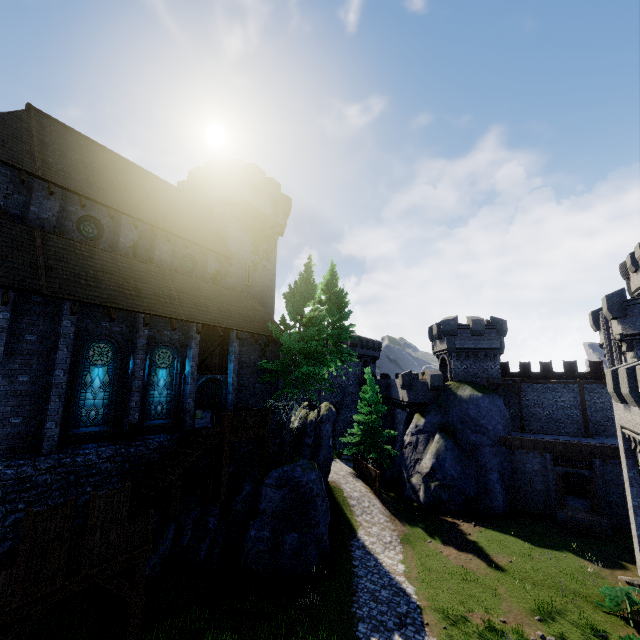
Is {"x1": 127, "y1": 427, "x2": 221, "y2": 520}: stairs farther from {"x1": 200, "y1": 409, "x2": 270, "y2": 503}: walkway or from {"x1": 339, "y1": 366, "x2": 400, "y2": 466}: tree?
{"x1": 339, "y1": 366, "x2": 400, "y2": 466}: tree

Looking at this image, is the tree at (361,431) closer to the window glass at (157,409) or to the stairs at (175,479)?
the stairs at (175,479)

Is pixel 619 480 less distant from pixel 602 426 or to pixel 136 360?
pixel 602 426

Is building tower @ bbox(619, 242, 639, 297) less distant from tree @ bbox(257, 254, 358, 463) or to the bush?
the bush

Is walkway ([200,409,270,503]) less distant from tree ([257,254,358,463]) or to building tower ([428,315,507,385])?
tree ([257,254,358,463])

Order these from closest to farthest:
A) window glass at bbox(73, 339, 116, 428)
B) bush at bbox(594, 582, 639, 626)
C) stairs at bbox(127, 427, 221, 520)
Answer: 1. stairs at bbox(127, 427, 221, 520)
2. window glass at bbox(73, 339, 116, 428)
3. bush at bbox(594, 582, 639, 626)

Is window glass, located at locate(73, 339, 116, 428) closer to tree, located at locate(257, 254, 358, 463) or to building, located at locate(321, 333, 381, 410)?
tree, located at locate(257, 254, 358, 463)

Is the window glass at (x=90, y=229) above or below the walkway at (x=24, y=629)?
above
